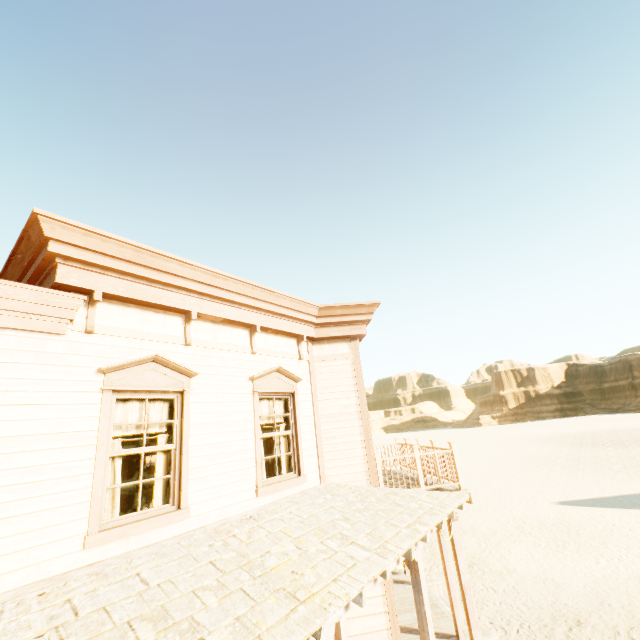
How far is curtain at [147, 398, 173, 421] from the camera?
4.9 meters

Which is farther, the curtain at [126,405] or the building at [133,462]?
the building at [133,462]

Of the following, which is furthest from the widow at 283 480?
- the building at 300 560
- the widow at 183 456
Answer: Result: the widow at 183 456

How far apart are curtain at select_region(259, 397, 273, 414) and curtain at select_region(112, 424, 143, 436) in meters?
1.5

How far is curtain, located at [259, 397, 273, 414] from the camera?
6.5 meters

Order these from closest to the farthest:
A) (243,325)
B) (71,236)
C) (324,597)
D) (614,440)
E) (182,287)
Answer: (324,597) → (71,236) → (182,287) → (243,325) → (614,440)
